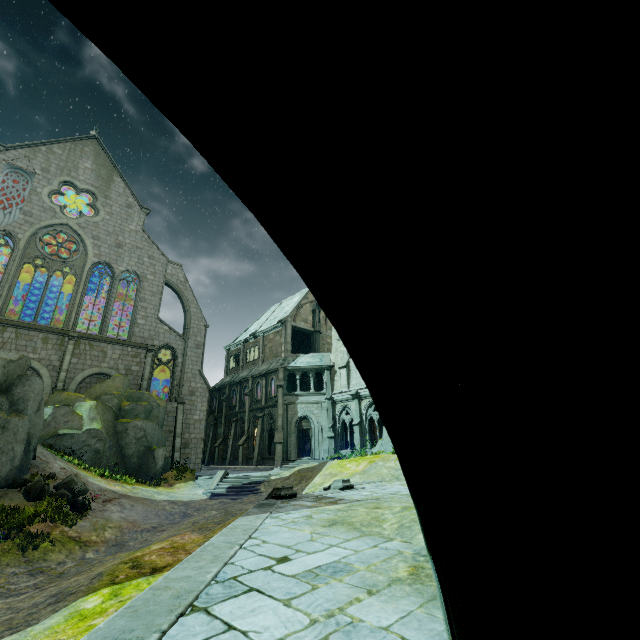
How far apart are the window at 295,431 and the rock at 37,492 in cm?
1655

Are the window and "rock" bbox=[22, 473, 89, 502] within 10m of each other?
no

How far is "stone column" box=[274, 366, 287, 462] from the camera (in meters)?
28.59

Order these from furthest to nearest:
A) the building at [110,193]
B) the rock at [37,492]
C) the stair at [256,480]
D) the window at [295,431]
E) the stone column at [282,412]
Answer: the window at [295,431]
the stone column at [282,412]
the building at [110,193]
the stair at [256,480]
the rock at [37,492]

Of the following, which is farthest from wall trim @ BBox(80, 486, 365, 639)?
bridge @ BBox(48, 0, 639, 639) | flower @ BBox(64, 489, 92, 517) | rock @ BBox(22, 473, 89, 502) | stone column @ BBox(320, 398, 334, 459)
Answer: stone column @ BBox(320, 398, 334, 459)

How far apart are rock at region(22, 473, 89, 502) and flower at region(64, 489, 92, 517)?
0.11m

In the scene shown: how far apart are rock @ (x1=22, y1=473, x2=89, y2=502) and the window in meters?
16.6 m

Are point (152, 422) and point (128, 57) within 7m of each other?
no
